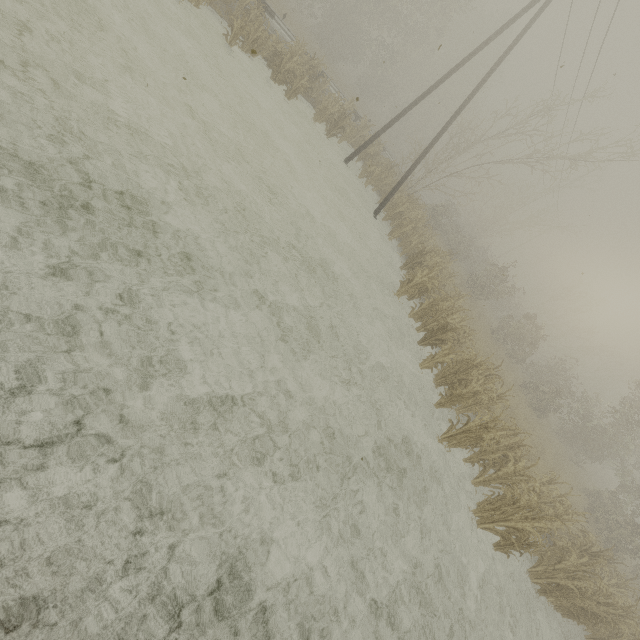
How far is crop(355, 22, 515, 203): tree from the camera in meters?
19.2 m

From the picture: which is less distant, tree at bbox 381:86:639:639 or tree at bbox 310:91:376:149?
tree at bbox 381:86:639:639

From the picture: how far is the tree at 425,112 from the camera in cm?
1916

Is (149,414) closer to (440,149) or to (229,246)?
(229,246)

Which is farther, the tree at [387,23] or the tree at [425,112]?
the tree at [425,112]

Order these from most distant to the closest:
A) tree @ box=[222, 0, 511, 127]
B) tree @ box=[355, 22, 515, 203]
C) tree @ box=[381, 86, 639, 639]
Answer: tree @ box=[355, 22, 515, 203], tree @ box=[222, 0, 511, 127], tree @ box=[381, 86, 639, 639]
